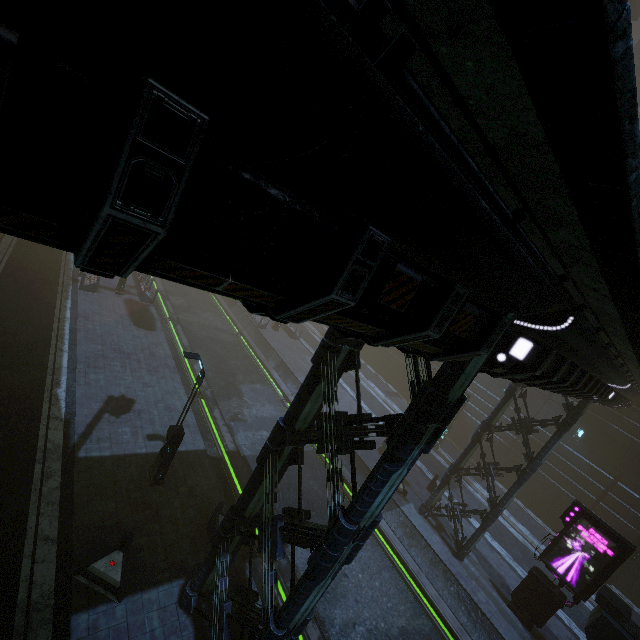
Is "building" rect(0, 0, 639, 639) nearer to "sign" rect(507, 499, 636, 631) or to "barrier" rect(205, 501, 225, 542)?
"sign" rect(507, 499, 636, 631)

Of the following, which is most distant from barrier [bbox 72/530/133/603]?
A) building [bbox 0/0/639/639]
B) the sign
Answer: the sign

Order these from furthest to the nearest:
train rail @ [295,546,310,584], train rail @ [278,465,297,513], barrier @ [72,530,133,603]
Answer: train rail @ [278,465,297,513] → train rail @ [295,546,310,584] → barrier @ [72,530,133,603]

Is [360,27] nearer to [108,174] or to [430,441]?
[108,174]

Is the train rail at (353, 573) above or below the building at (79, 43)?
below

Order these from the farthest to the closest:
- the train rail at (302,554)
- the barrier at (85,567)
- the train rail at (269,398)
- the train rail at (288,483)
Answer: the train rail at (269,398), the train rail at (288,483), the train rail at (302,554), the barrier at (85,567)

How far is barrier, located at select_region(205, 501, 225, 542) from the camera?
11.2m

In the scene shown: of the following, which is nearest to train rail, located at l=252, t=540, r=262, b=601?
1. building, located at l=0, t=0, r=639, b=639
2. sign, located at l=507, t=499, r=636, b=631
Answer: building, located at l=0, t=0, r=639, b=639
